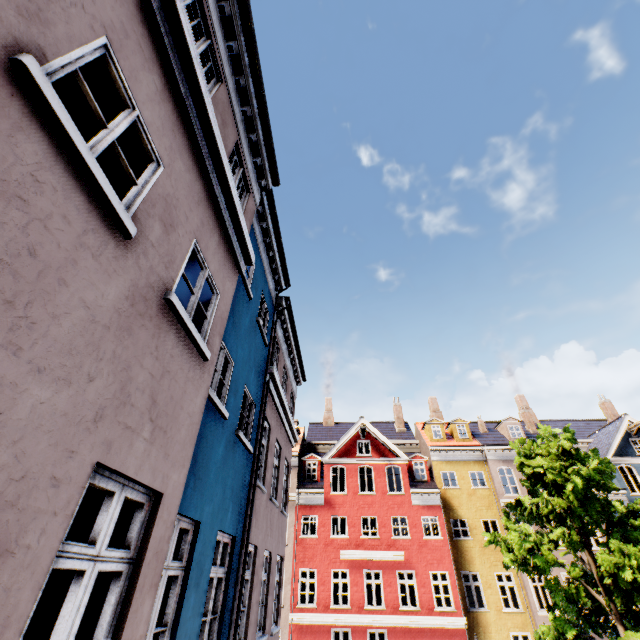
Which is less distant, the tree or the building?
the building

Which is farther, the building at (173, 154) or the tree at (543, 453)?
the tree at (543, 453)

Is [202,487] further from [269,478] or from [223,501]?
[269,478]
